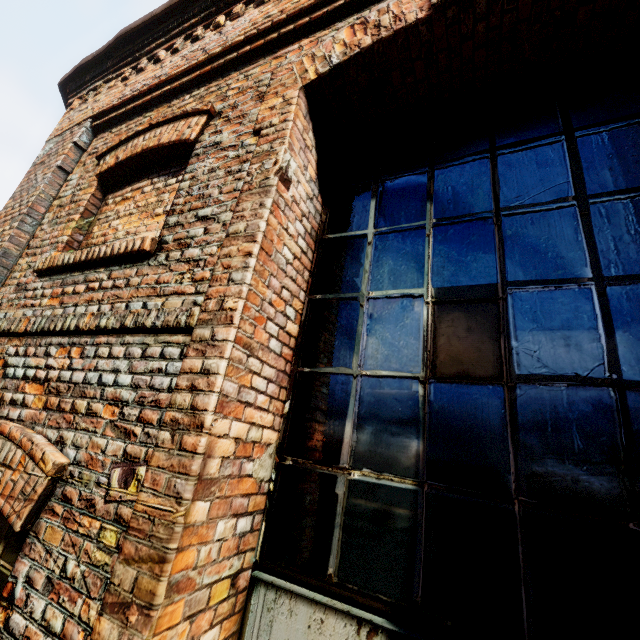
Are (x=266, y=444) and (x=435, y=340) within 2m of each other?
yes
